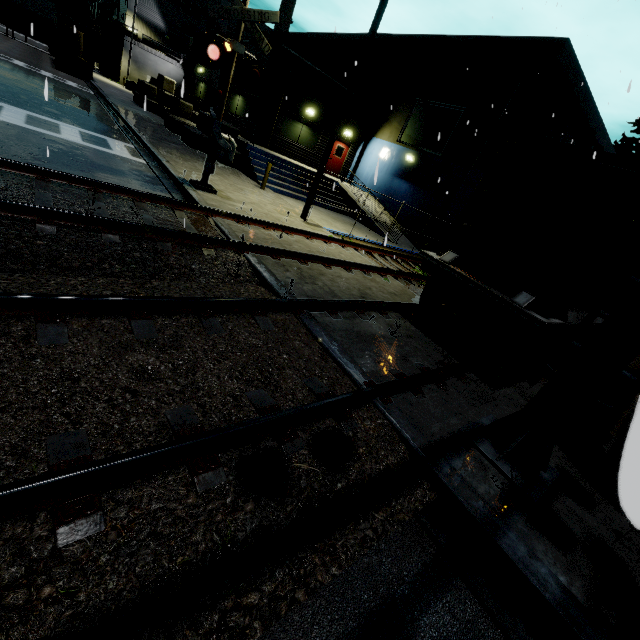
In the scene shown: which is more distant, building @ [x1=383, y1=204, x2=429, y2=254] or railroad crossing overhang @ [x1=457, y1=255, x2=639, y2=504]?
building @ [x1=383, y1=204, x2=429, y2=254]

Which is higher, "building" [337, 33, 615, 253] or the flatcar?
"building" [337, 33, 615, 253]

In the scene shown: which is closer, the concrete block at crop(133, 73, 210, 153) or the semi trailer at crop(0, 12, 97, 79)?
the concrete block at crop(133, 73, 210, 153)

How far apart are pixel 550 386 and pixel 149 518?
4.26m

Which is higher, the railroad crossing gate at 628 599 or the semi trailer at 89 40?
the semi trailer at 89 40

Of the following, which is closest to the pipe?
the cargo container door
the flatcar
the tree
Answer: the tree

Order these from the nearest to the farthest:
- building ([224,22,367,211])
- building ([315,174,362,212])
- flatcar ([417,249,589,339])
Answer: flatcar ([417,249,589,339]), building ([224,22,367,211]), building ([315,174,362,212])

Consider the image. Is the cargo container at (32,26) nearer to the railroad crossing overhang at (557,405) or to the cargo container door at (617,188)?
the railroad crossing overhang at (557,405)
